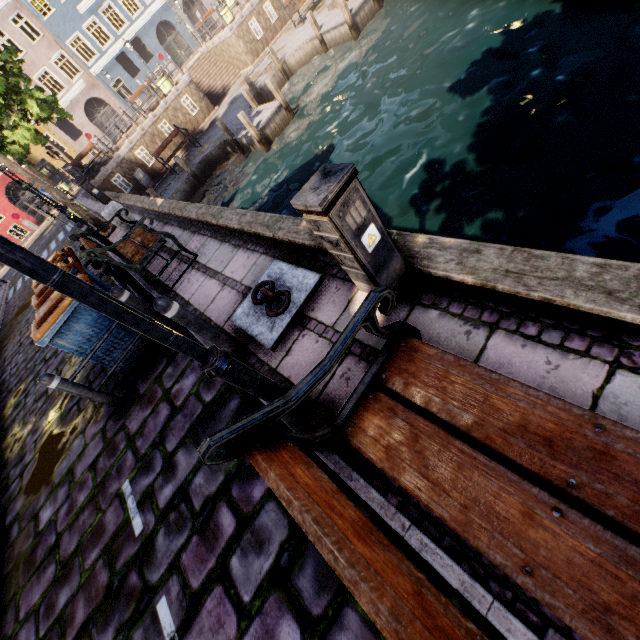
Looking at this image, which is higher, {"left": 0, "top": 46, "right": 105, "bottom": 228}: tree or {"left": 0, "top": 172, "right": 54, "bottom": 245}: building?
{"left": 0, "top": 46, "right": 105, "bottom": 228}: tree

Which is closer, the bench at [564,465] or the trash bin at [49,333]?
the bench at [564,465]

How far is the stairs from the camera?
20.7 meters

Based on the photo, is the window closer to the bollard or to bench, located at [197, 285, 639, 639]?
the bollard

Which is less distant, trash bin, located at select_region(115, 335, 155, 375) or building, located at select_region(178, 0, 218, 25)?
trash bin, located at select_region(115, 335, 155, 375)

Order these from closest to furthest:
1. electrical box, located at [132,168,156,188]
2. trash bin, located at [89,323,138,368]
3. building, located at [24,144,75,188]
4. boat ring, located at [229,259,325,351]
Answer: boat ring, located at [229,259,325,351]
trash bin, located at [89,323,138,368]
electrical box, located at [132,168,156,188]
building, located at [24,144,75,188]

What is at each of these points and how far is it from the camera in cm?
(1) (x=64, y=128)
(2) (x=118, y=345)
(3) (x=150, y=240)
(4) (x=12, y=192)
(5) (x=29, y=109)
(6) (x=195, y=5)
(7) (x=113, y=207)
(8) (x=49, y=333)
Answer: (1) building, 3300
(2) trash bin, 475
(3) bench, 567
(4) building, 3466
(5) tree, 1753
(6) building, 3152
(7) pillar, 729
(8) trash bin, 415

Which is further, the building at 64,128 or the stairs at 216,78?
the building at 64,128
